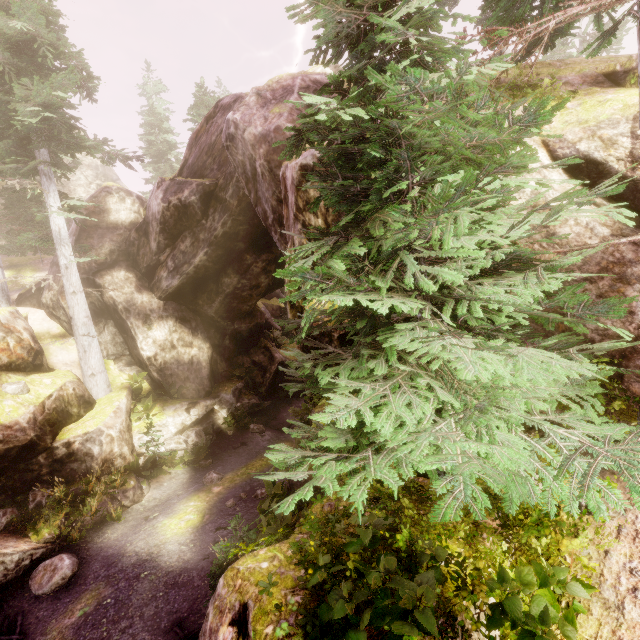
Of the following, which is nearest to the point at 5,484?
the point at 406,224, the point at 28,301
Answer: the point at 28,301

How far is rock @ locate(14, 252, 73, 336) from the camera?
15.4 meters

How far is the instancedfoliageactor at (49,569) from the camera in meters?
7.9

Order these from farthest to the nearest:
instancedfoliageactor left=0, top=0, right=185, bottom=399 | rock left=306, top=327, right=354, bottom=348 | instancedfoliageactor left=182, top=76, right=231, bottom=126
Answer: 1. instancedfoliageactor left=182, top=76, right=231, bottom=126
2. instancedfoliageactor left=0, top=0, right=185, bottom=399
3. rock left=306, top=327, right=354, bottom=348

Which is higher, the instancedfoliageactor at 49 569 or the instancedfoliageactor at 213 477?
the instancedfoliageactor at 49 569

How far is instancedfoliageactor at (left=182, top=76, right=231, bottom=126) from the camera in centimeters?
2286cm

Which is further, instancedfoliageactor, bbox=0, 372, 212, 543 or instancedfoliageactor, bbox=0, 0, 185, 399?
instancedfoliageactor, bbox=0, 0, 185, 399
